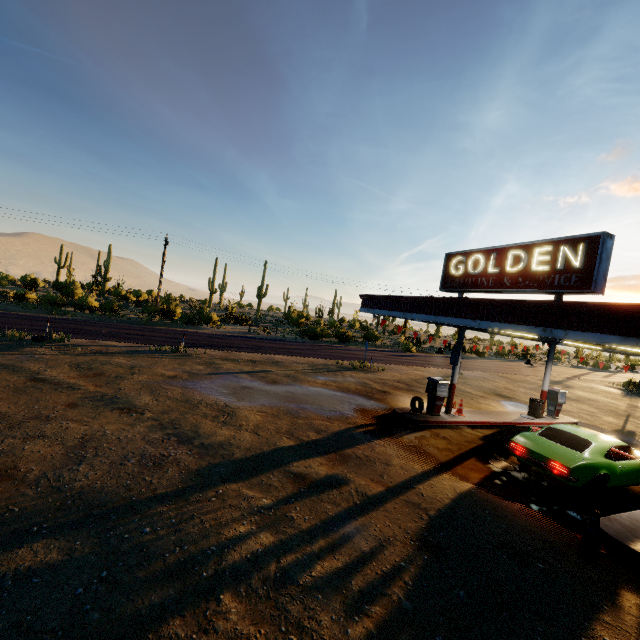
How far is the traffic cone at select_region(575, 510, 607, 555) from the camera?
6.3m

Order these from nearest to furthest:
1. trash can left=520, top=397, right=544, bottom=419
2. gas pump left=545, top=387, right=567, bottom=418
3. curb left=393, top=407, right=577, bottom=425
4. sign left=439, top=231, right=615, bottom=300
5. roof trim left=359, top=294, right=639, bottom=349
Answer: roof trim left=359, top=294, right=639, bottom=349, sign left=439, top=231, right=615, bottom=300, curb left=393, top=407, right=577, bottom=425, trash can left=520, top=397, right=544, bottom=419, gas pump left=545, top=387, right=567, bottom=418

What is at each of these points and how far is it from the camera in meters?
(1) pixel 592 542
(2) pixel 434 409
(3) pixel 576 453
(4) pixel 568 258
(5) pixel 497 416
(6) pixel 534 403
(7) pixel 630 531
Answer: (1) traffic cone, 6.4 m
(2) gas pump, 13.3 m
(3) car, 8.6 m
(4) sign, 8.7 m
(5) curb, 15.0 m
(6) trash can, 15.9 m
(7) curb, 6.8 m

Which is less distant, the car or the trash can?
the car

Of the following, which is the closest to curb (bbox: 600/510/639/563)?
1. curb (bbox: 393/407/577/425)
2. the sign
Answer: the sign

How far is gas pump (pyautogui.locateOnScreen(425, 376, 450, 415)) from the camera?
13.22m

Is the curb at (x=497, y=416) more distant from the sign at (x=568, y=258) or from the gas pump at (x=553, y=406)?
the sign at (x=568, y=258)

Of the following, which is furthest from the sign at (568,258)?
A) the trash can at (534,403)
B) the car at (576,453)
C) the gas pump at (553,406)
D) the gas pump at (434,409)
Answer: the gas pump at (553,406)
